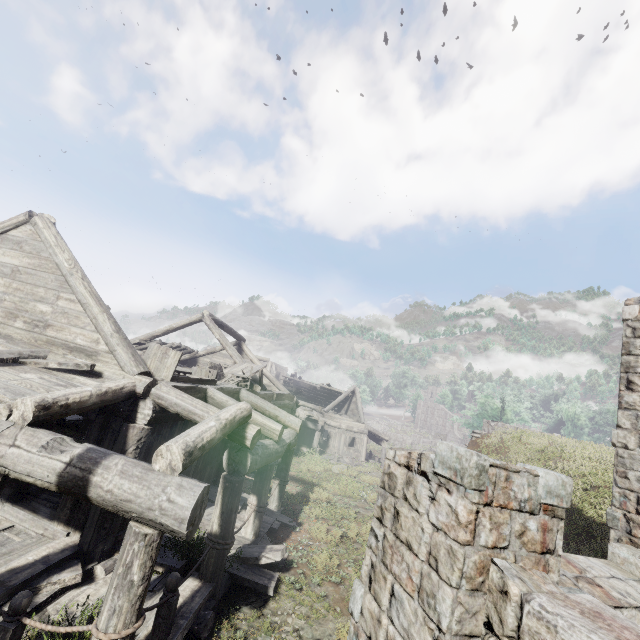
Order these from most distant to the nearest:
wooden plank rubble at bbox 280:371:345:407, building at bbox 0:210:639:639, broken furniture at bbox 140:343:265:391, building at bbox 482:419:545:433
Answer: wooden plank rubble at bbox 280:371:345:407 < building at bbox 482:419:545:433 < broken furniture at bbox 140:343:265:391 < building at bbox 0:210:639:639

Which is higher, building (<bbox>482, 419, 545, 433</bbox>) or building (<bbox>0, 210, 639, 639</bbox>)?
building (<bbox>482, 419, 545, 433</bbox>)

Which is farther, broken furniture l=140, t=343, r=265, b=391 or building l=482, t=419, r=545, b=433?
building l=482, t=419, r=545, b=433

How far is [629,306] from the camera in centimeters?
611cm

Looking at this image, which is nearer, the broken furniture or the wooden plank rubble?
the broken furniture

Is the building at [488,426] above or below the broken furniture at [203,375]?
above

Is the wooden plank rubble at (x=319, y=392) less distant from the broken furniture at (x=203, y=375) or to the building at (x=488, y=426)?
the building at (x=488, y=426)

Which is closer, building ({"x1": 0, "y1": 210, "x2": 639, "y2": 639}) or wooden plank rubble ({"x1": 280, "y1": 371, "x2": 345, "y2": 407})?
building ({"x1": 0, "y1": 210, "x2": 639, "y2": 639})
